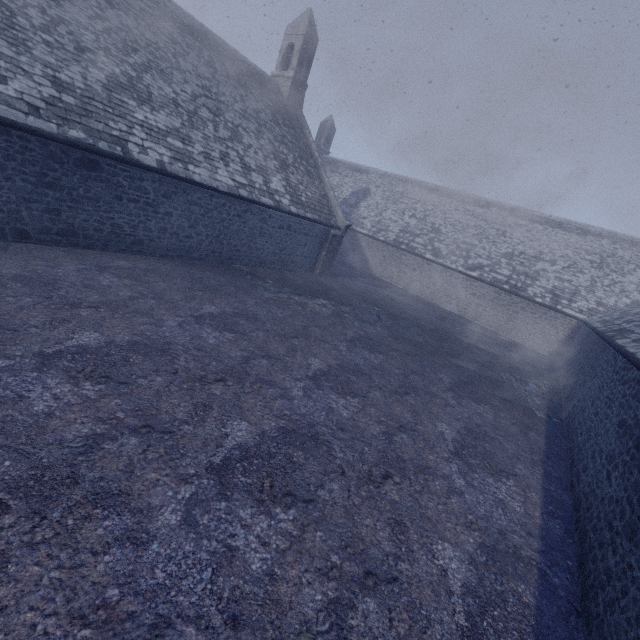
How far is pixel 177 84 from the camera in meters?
11.9
